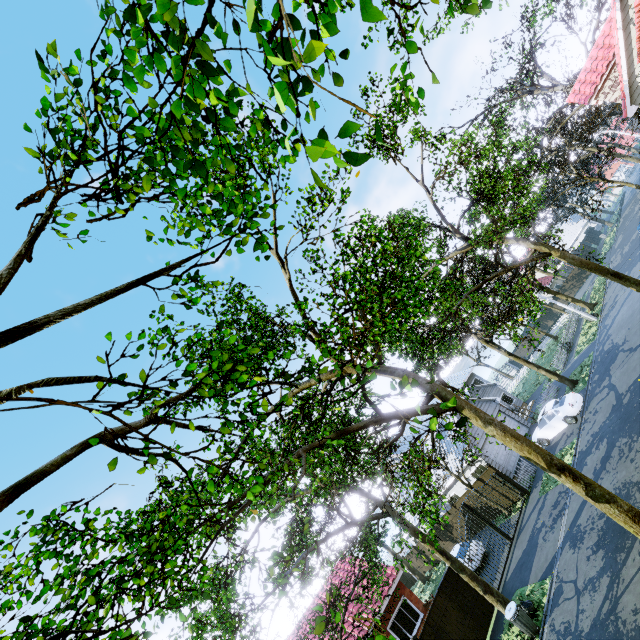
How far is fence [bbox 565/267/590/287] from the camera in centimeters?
4731cm

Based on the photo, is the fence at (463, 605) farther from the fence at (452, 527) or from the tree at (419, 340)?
the fence at (452, 527)

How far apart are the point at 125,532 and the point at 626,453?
17.6m

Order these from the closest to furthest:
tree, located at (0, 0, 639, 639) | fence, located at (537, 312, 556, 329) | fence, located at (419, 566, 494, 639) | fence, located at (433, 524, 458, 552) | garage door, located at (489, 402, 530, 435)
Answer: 1. tree, located at (0, 0, 639, 639)
2. fence, located at (419, 566, 494, 639)
3. garage door, located at (489, 402, 530, 435)
4. fence, located at (433, 524, 458, 552)
5. fence, located at (537, 312, 556, 329)

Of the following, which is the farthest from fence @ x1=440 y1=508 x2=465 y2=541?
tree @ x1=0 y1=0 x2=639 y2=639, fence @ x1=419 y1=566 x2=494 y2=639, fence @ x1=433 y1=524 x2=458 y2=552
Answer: fence @ x1=419 y1=566 x2=494 y2=639

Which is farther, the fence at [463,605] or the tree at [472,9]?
the fence at [463,605]

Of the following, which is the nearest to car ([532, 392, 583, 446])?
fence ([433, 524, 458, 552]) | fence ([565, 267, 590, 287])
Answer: fence ([565, 267, 590, 287])

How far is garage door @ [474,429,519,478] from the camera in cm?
2277
